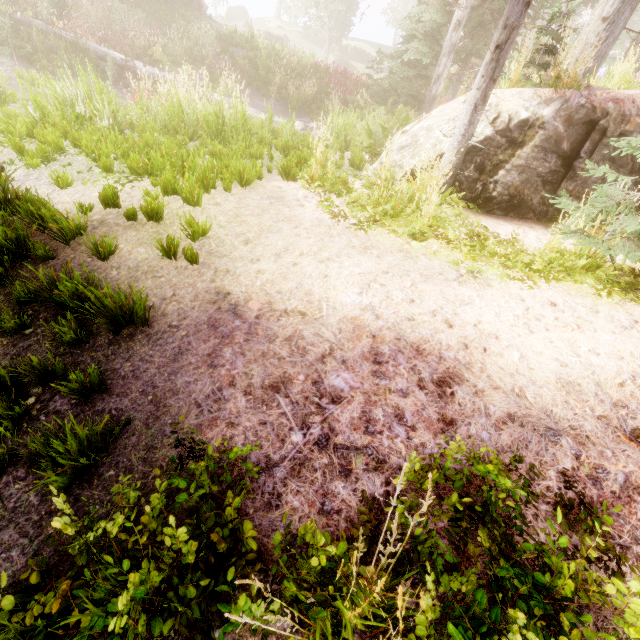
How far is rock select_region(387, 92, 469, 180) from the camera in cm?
590

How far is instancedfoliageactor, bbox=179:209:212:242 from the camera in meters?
3.5

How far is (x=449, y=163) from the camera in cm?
557

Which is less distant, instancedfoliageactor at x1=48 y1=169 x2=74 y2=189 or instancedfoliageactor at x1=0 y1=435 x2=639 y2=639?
instancedfoliageactor at x1=0 y1=435 x2=639 y2=639

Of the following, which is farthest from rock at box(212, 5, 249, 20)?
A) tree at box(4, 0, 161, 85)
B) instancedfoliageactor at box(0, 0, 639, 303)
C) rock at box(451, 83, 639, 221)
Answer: rock at box(451, 83, 639, 221)

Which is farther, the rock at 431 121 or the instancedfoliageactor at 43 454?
the rock at 431 121

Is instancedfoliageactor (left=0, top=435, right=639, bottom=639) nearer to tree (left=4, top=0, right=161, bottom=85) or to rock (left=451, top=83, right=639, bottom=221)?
rock (left=451, top=83, right=639, bottom=221)

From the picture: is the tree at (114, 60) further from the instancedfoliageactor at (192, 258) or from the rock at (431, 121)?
the rock at (431, 121)
